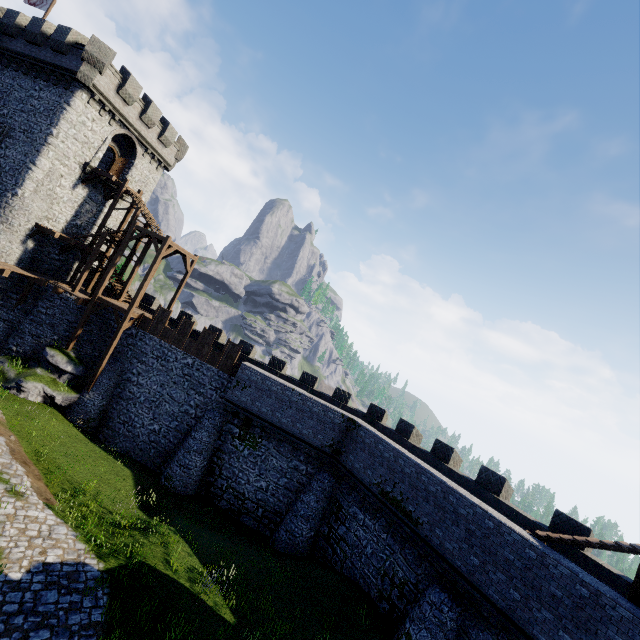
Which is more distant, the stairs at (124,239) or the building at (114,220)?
the building at (114,220)

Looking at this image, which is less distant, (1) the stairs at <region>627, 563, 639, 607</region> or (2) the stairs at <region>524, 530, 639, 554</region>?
(1) the stairs at <region>627, 563, 639, 607</region>

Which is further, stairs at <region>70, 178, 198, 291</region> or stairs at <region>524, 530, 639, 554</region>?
stairs at <region>70, 178, 198, 291</region>

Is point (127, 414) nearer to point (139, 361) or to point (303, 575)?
point (139, 361)

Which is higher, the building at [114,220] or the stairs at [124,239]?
the building at [114,220]

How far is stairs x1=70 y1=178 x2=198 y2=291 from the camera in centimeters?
2306cm

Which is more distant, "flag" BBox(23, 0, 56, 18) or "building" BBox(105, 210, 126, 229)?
"building" BBox(105, 210, 126, 229)

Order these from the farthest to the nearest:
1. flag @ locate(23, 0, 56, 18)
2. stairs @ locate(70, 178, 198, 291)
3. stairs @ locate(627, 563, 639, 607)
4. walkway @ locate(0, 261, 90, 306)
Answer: flag @ locate(23, 0, 56, 18) < stairs @ locate(70, 178, 198, 291) < walkway @ locate(0, 261, 90, 306) < stairs @ locate(627, 563, 639, 607)
